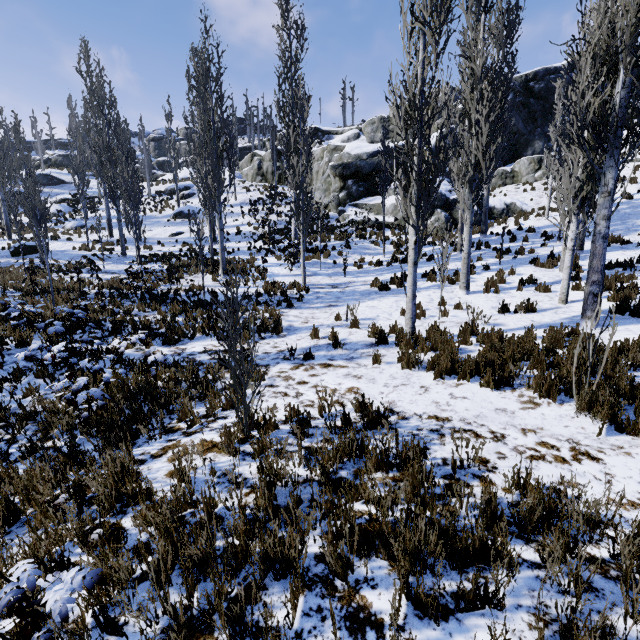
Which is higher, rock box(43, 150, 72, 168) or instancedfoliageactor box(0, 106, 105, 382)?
rock box(43, 150, 72, 168)

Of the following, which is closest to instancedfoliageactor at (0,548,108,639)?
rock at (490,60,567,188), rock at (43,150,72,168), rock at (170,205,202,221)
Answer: rock at (490,60,567,188)

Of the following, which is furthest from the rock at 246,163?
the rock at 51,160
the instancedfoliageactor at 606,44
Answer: the rock at 51,160

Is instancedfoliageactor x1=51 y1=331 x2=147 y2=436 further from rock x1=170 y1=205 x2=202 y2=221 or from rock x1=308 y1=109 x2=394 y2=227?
rock x1=170 y1=205 x2=202 y2=221

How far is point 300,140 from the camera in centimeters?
1257cm

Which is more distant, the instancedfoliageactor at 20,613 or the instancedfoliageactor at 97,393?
the instancedfoliageactor at 97,393

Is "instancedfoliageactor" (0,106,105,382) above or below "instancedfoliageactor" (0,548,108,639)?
above
